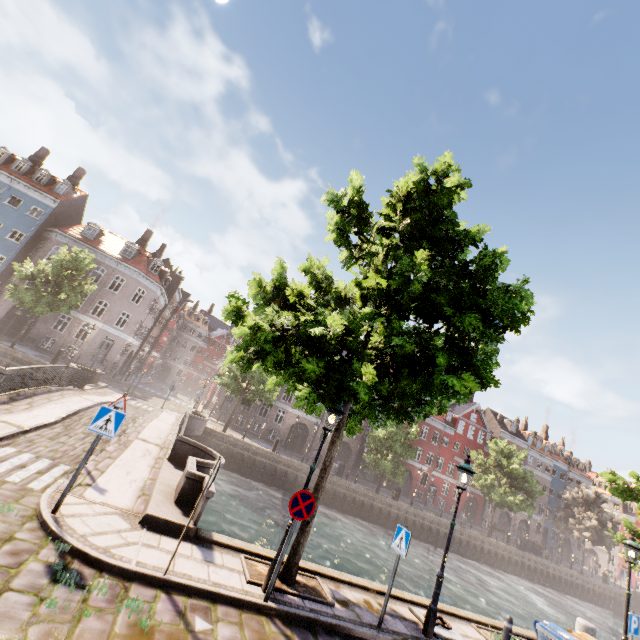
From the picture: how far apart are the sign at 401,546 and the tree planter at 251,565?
1.6 meters

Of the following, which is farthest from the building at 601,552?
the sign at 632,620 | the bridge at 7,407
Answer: the sign at 632,620

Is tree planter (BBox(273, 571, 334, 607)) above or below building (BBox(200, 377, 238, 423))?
below

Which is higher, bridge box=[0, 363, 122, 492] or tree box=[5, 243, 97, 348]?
tree box=[5, 243, 97, 348]

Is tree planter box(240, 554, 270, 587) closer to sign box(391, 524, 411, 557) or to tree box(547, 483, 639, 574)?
tree box(547, 483, 639, 574)

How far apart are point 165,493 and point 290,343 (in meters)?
5.73

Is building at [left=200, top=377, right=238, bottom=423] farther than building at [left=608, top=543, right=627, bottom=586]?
No

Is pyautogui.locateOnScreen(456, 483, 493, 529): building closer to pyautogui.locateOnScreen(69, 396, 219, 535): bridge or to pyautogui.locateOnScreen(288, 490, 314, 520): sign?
pyautogui.locateOnScreen(69, 396, 219, 535): bridge
